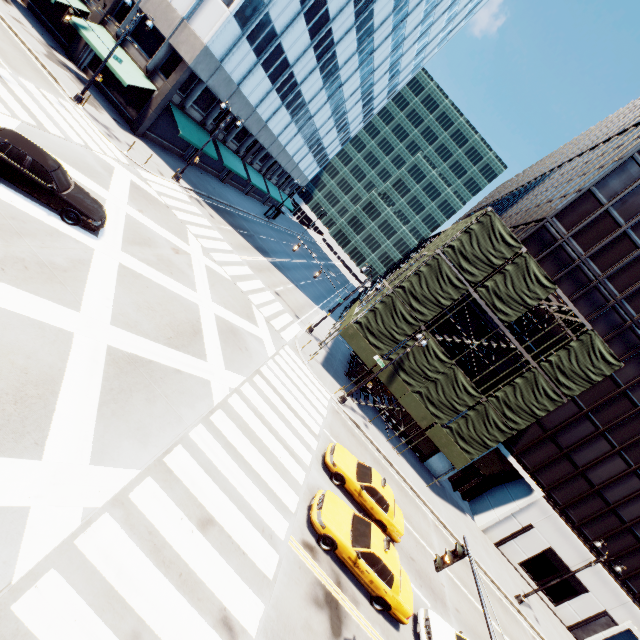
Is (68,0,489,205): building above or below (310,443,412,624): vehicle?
above

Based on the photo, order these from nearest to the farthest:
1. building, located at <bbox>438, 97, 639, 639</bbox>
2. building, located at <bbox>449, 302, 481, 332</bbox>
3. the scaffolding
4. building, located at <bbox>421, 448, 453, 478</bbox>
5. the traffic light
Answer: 1. the traffic light
2. the scaffolding
3. building, located at <bbox>438, 97, 639, 639</bbox>
4. building, located at <bbox>449, 302, 481, 332</bbox>
5. building, located at <bbox>421, 448, 453, 478</bbox>

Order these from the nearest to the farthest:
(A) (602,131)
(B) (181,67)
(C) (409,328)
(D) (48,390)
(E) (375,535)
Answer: (D) (48,390), (E) (375,535), (C) (409,328), (B) (181,67), (A) (602,131)

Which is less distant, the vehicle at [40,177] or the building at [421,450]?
the vehicle at [40,177]

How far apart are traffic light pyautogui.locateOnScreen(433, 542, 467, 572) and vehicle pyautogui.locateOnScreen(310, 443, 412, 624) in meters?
4.3

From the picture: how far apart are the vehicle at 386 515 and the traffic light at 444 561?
4.32m

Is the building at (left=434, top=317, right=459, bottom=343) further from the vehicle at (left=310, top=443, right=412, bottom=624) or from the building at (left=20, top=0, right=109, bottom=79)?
the building at (left=20, top=0, right=109, bottom=79)

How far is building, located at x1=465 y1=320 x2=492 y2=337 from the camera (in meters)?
25.41
